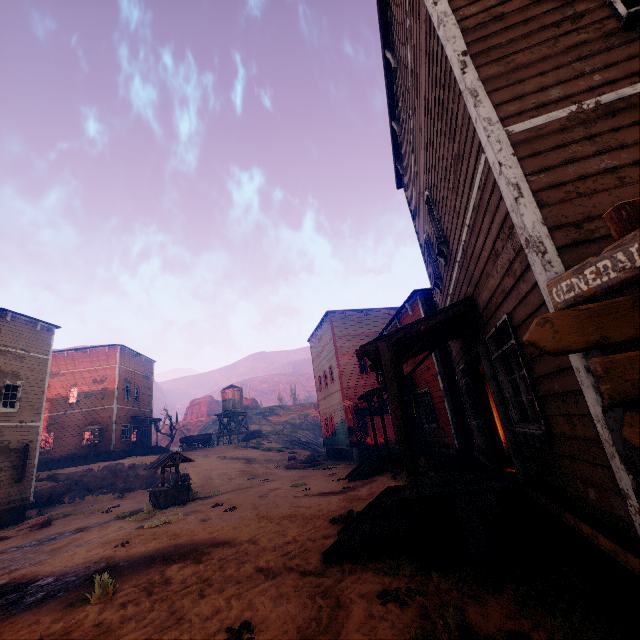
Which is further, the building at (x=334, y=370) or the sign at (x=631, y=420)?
the building at (x=334, y=370)

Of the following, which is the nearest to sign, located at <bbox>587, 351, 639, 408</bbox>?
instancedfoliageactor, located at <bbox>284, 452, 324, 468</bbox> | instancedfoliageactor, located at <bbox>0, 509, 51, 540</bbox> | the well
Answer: the well

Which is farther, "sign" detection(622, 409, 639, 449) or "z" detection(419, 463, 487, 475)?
"z" detection(419, 463, 487, 475)

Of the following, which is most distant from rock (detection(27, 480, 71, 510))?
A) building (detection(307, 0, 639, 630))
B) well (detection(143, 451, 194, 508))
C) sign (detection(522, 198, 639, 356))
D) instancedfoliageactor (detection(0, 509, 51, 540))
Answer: sign (detection(522, 198, 639, 356))

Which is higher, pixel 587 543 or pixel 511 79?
pixel 511 79

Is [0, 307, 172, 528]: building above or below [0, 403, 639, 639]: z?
above

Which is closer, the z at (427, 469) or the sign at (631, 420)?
the sign at (631, 420)

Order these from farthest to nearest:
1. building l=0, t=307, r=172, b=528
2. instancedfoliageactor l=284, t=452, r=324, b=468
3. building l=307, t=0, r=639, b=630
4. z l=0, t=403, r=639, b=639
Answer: instancedfoliageactor l=284, t=452, r=324, b=468, building l=0, t=307, r=172, b=528, z l=0, t=403, r=639, b=639, building l=307, t=0, r=639, b=630
